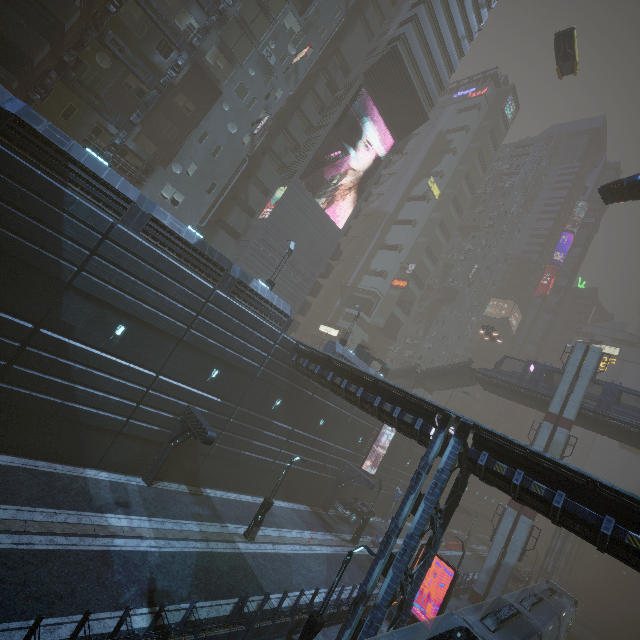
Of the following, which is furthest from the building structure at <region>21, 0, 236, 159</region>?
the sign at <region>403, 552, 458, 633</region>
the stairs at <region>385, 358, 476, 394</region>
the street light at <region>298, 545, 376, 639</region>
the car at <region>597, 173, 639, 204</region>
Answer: the stairs at <region>385, 358, 476, 394</region>

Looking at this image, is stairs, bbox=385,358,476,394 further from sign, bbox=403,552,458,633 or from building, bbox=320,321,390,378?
sign, bbox=403,552,458,633

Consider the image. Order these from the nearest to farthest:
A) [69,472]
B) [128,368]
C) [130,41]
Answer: [69,472]
[128,368]
[130,41]

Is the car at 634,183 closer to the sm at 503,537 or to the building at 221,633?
the building at 221,633

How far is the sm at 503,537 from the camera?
28.2m

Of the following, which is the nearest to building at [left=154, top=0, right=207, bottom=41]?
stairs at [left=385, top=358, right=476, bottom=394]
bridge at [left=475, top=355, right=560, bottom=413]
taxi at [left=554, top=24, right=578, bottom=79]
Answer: stairs at [left=385, top=358, right=476, bottom=394]

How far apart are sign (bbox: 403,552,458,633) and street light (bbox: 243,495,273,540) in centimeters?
910cm

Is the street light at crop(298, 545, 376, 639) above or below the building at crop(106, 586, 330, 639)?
above
